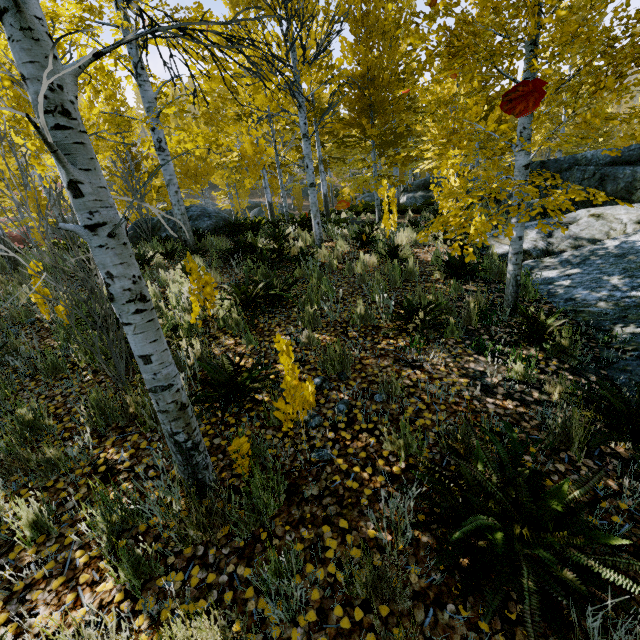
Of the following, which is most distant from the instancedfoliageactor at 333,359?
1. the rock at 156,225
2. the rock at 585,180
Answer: the rock at 156,225

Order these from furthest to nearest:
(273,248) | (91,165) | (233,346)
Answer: (273,248) < (233,346) < (91,165)

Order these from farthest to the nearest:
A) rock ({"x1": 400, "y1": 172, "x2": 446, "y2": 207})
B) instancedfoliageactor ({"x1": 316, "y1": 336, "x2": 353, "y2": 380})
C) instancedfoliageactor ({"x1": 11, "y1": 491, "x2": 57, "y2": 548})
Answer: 1. rock ({"x1": 400, "y1": 172, "x2": 446, "y2": 207})
2. instancedfoliageactor ({"x1": 316, "y1": 336, "x2": 353, "y2": 380})
3. instancedfoliageactor ({"x1": 11, "y1": 491, "x2": 57, "y2": 548})

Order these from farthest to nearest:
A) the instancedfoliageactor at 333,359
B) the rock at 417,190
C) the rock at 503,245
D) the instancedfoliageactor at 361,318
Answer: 1. the rock at 417,190
2. the rock at 503,245
3. the instancedfoliageactor at 361,318
4. the instancedfoliageactor at 333,359

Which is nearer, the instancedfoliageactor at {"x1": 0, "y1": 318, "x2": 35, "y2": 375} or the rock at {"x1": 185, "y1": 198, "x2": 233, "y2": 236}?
the instancedfoliageactor at {"x1": 0, "y1": 318, "x2": 35, "y2": 375}

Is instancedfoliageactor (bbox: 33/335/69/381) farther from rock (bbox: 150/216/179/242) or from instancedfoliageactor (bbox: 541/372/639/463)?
rock (bbox: 150/216/179/242)

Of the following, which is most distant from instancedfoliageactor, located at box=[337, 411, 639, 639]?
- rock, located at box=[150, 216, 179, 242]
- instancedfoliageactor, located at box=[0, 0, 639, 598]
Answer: rock, located at box=[150, 216, 179, 242]
